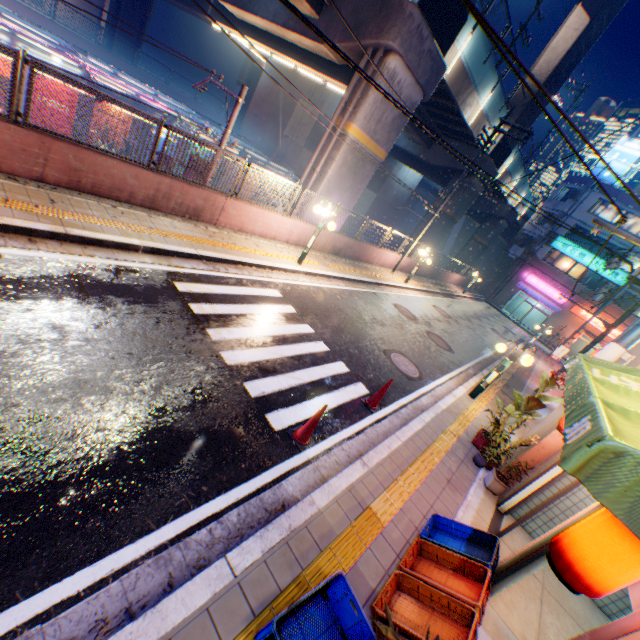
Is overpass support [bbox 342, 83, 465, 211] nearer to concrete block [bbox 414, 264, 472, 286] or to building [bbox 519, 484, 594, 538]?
concrete block [bbox 414, 264, 472, 286]

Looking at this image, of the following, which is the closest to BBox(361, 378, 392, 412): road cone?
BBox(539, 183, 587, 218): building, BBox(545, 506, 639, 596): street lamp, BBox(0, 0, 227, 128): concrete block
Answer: BBox(545, 506, 639, 596): street lamp

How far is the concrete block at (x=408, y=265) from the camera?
21.4m

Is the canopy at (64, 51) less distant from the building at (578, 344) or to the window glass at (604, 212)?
the building at (578, 344)

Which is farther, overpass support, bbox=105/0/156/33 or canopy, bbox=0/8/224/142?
overpass support, bbox=105/0/156/33

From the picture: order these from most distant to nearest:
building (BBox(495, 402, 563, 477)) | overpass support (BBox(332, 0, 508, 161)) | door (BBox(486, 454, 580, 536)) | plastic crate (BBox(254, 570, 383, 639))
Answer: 1. overpass support (BBox(332, 0, 508, 161))
2. building (BBox(495, 402, 563, 477))
3. door (BBox(486, 454, 580, 536))
4. plastic crate (BBox(254, 570, 383, 639))

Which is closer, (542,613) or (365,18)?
(542,613)

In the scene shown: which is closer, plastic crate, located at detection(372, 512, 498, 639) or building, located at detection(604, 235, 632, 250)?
plastic crate, located at detection(372, 512, 498, 639)
